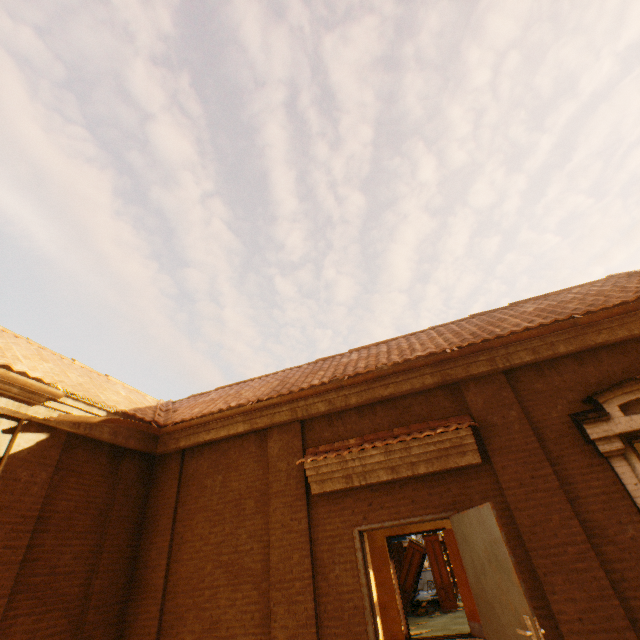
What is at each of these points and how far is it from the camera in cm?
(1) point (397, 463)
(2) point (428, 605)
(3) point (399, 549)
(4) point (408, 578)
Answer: (1) awning, 540
(2) book, 1158
(3) book, 1590
(4) bookcase, 1208

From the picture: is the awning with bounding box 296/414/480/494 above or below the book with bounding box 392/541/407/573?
above

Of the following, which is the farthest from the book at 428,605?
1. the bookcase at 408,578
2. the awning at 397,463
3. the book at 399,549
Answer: the awning at 397,463

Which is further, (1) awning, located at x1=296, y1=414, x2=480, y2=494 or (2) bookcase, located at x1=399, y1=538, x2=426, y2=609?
(2) bookcase, located at x1=399, y1=538, x2=426, y2=609

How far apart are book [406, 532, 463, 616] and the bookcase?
0.02m

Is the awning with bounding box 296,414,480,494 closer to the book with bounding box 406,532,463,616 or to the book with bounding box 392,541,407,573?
the book with bounding box 406,532,463,616

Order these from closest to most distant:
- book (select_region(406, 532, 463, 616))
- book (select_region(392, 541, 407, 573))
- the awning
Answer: the awning
book (select_region(406, 532, 463, 616))
book (select_region(392, 541, 407, 573))

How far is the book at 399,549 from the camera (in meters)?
15.60
